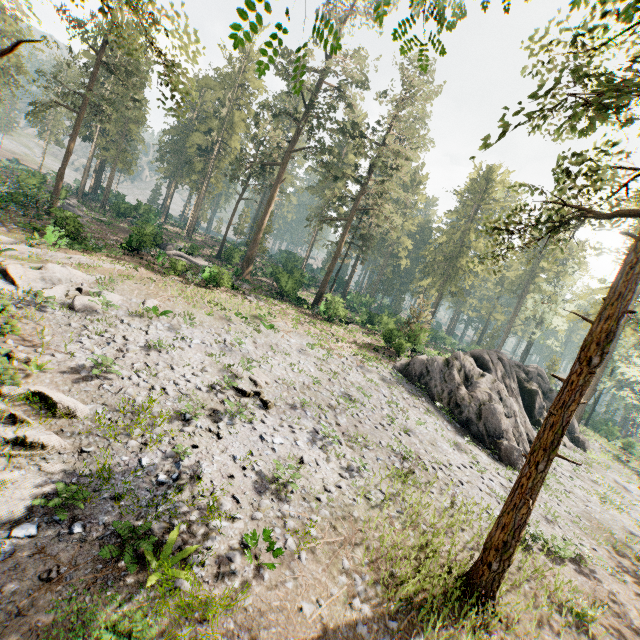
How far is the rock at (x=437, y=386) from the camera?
21.45m

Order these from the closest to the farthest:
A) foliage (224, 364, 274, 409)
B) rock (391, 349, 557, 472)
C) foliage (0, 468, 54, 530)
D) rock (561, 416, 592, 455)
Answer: foliage (0, 468, 54, 530)
foliage (224, 364, 274, 409)
rock (391, 349, 557, 472)
rock (561, 416, 592, 455)

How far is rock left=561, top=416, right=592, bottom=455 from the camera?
29.7m

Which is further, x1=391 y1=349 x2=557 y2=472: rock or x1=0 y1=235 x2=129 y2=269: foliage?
x1=391 y1=349 x2=557 y2=472: rock

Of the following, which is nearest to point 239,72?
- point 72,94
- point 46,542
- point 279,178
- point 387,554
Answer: point 279,178

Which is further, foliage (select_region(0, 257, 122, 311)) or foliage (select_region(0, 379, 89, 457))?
foliage (select_region(0, 257, 122, 311))

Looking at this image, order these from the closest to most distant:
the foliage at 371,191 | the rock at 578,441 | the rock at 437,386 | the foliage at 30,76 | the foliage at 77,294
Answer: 1. the foliage at 30,76
2. the foliage at 371,191
3. the foliage at 77,294
4. the rock at 437,386
5. the rock at 578,441
